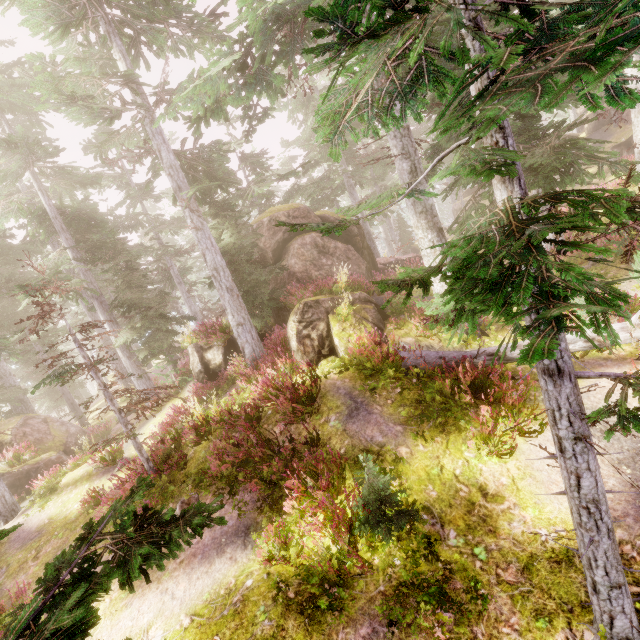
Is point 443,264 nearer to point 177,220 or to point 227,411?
point 227,411

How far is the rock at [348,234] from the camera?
15.56m

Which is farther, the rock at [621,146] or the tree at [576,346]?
the rock at [621,146]

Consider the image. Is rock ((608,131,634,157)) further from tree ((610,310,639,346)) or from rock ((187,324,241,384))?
tree ((610,310,639,346))

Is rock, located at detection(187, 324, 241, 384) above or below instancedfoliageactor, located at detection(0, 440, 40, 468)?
above

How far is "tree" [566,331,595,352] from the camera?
7.0m

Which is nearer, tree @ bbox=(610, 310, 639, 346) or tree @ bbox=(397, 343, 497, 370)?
tree @ bbox=(610, 310, 639, 346)

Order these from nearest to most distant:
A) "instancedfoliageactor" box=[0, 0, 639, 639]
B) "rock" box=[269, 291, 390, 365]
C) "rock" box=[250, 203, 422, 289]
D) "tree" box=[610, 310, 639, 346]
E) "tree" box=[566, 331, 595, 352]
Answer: "instancedfoliageactor" box=[0, 0, 639, 639] → "tree" box=[610, 310, 639, 346] → "tree" box=[566, 331, 595, 352] → "rock" box=[269, 291, 390, 365] → "rock" box=[250, 203, 422, 289]
